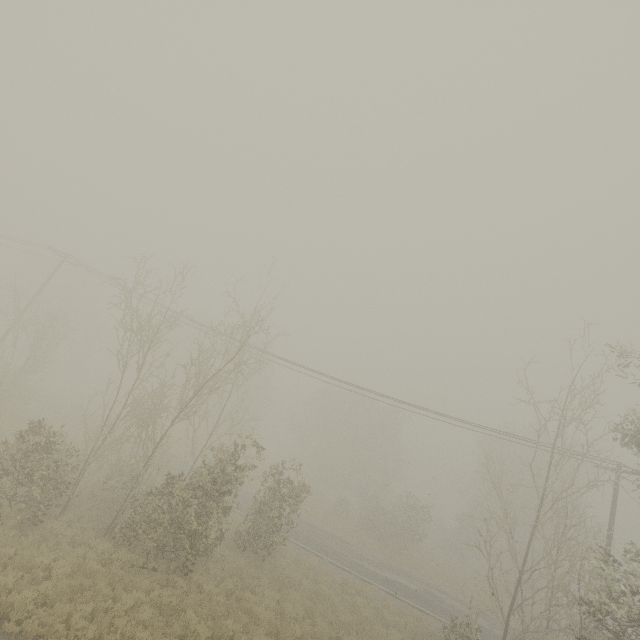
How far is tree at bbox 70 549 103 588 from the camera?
10.15m

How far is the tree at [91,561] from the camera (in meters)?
10.15

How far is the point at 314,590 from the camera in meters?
16.9 m
